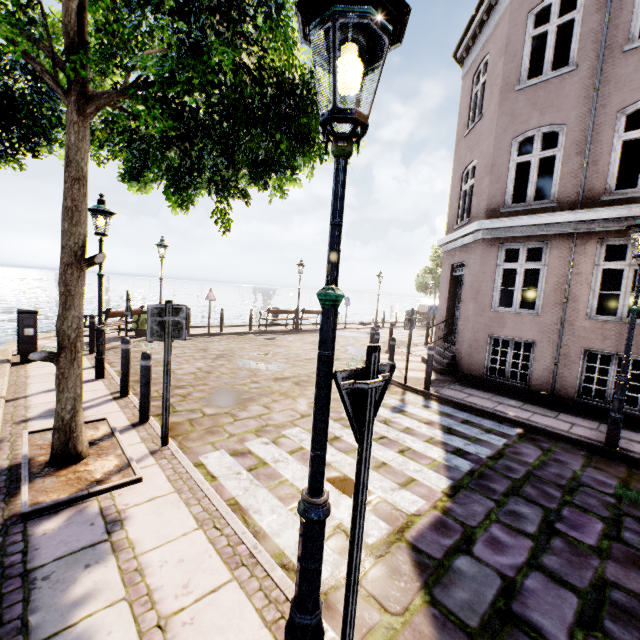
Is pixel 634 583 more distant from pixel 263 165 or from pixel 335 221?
pixel 263 165

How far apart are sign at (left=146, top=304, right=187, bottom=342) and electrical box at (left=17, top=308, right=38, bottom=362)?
5.9 meters

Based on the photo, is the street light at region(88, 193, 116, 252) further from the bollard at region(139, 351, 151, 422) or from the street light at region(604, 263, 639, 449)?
the street light at region(604, 263, 639, 449)

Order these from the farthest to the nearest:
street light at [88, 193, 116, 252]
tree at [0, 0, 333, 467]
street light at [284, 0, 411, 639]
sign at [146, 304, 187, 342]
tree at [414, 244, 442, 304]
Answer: tree at [414, 244, 442, 304]
street light at [88, 193, 116, 252]
sign at [146, 304, 187, 342]
tree at [0, 0, 333, 467]
street light at [284, 0, 411, 639]

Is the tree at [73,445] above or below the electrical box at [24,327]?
above

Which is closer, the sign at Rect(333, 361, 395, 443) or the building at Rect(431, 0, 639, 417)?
the sign at Rect(333, 361, 395, 443)

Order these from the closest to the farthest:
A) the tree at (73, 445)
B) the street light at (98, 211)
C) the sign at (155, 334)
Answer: the tree at (73, 445) → the sign at (155, 334) → the street light at (98, 211)

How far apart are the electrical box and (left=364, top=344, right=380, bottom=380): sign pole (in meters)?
9.24
